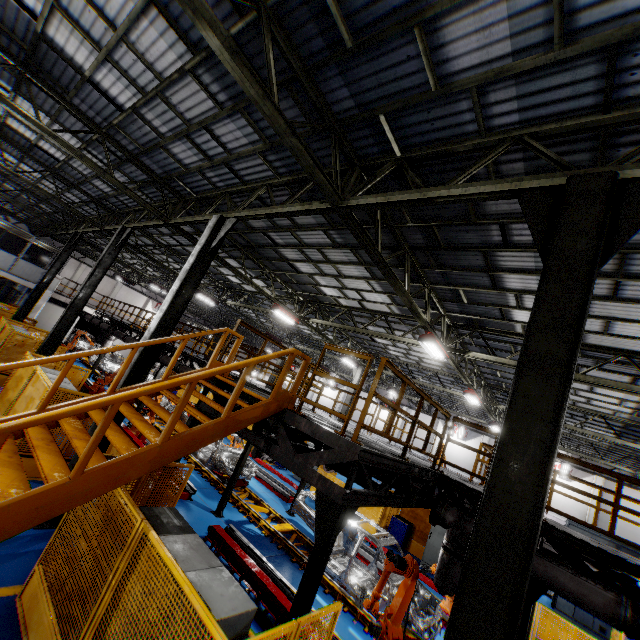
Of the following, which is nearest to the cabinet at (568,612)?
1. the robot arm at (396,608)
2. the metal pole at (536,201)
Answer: the robot arm at (396,608)

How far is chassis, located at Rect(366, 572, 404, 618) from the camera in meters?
7.8 m

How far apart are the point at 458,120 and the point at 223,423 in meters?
5.8

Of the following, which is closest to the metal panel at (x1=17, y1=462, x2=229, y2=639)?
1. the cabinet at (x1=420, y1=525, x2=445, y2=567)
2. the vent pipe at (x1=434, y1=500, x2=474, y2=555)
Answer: the cabinet at (x1=420, y1=525, x2=445, y2=567)

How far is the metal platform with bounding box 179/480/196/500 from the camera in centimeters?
1034cm

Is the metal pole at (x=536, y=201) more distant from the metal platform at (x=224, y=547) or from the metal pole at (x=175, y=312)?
the metal pole at (x=175, y=312)

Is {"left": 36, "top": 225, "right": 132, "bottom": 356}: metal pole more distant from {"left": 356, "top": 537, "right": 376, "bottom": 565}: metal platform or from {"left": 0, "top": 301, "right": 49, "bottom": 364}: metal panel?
{"left": 356, "top": 537, "right": 376, "bottom": 565}: metal platform

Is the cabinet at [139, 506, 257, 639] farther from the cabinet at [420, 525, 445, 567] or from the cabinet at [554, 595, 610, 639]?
the cabinet at [554, 595, 610, 639]
